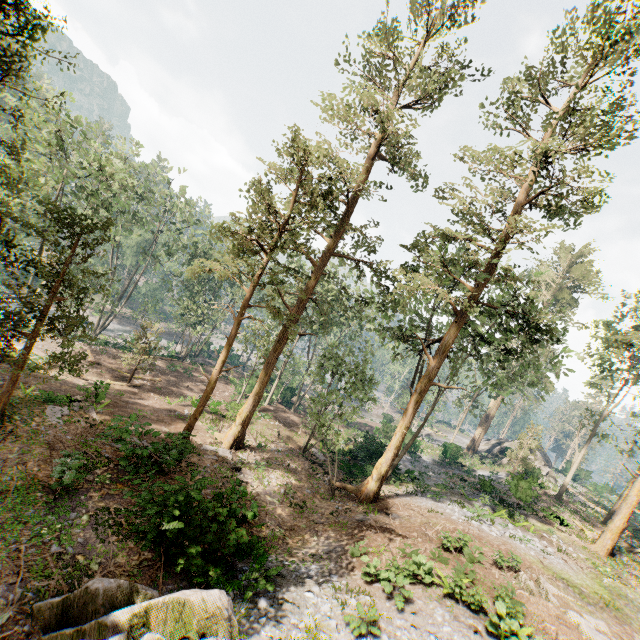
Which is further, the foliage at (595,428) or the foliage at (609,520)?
the foliage at (595,428)

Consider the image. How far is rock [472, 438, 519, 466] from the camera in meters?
42.9 m

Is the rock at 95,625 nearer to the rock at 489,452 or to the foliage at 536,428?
the foliage at 536,428

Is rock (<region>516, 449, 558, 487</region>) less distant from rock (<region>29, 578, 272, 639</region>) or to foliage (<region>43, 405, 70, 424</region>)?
foliage (<region>43, 405, 70, 424</region>)

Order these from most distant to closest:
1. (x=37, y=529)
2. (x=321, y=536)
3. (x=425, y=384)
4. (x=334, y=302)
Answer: (x=334, y=302)
(x=425, y=384)
(x=321, y=536)
(x=37, y=529)

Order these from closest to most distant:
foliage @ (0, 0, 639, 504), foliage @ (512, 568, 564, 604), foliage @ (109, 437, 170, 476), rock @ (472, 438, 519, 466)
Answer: foliage @ (512, 568, 564, 604), foliage @ (109, 437, 170, 476), foliage @ (0, 0, 639, 504), rock @ (472, 438, 519, 466)
